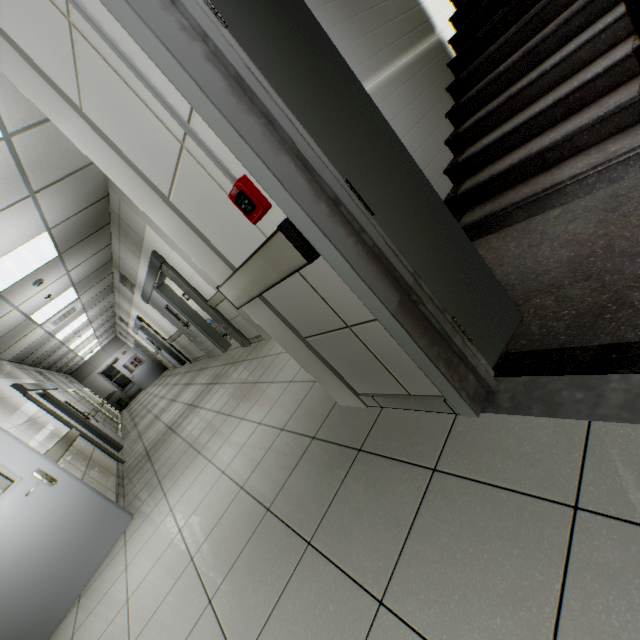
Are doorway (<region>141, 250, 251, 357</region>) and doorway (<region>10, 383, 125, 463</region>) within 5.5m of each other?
yes

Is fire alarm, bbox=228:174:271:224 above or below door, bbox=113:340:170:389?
above

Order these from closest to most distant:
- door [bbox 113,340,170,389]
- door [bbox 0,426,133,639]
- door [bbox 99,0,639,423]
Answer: door [bbox 99,0,639,423], door [bbox 0,426,133,639], door [bbox 113,340,170,389]

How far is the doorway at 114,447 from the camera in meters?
5.8 m

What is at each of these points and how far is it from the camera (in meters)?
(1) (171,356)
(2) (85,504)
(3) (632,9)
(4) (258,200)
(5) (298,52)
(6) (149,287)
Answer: (1) doorway, 12.53
(2) door, 3.19
(3) railing, 1.51
(4) fire alarm, 1.16
(5) door, 1.17
(6) doorway, 7.00

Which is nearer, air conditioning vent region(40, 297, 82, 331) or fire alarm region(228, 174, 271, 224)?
fire alarm region(228, 174, 271, 224)

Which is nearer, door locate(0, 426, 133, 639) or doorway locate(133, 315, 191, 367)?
door locate(0, 426, 133, 639)

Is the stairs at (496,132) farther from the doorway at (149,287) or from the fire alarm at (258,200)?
the doorway at (149,287)
